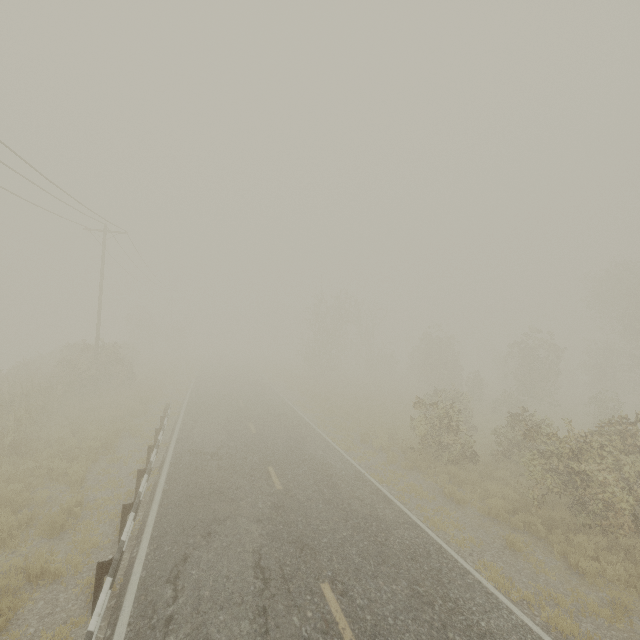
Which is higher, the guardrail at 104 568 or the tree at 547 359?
the tree at 547 359

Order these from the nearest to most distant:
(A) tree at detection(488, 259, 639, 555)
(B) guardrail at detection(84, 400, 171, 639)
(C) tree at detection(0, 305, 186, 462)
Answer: (B) guardrail at detection(84, 400, 171, 639)
(A) tree at detection(488, 259, 639, 555)
(C) tree at detection(0, 305, 186, 462)

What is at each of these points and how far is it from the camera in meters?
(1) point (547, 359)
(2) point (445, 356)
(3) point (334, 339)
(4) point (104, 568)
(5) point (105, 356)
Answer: (1) tree, 27.6 m
(2) tree, 37.4 m
(3) tree, 38.6 m
(4) guardrail, 5.8 m
(5) tree, 23.9 m

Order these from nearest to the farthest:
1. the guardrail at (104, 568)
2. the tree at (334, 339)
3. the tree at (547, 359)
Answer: the guardrail at (104, 568) < the tree at (547, 359) < the tree at (334, 339)

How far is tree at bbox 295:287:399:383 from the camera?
37.4m

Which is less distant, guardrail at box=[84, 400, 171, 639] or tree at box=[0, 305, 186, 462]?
guardrail at box=[84, 400, 171, 639]

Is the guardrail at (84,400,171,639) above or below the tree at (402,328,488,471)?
below
